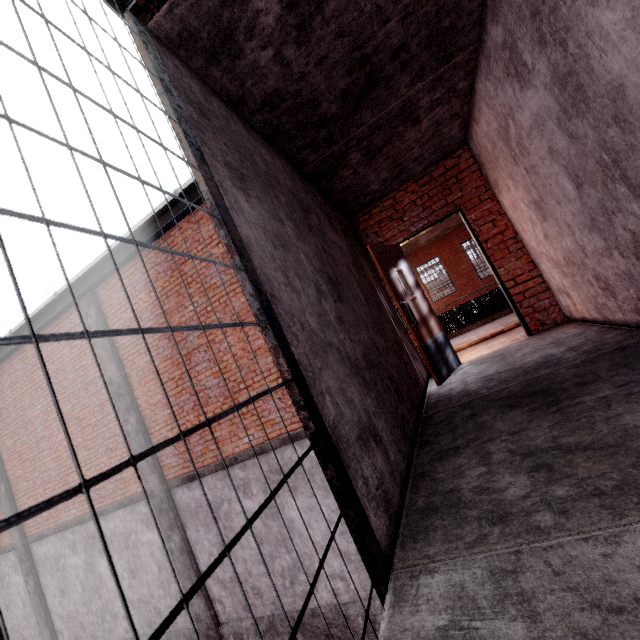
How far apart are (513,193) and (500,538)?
4.03m

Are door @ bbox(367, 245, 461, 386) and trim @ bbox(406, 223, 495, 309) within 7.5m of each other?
no

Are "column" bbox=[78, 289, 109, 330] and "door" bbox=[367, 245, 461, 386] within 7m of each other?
yes

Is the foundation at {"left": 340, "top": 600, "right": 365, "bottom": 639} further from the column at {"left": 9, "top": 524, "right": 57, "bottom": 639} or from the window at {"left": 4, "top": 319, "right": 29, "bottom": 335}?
the window at {"left": 4, "top": 319, "right": 29, "bottom": 335}

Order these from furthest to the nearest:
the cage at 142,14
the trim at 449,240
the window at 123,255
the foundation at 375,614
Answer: the trim at 449,240 → the window at 123,255 → the foundation at 375,614 → the cage at 142,14

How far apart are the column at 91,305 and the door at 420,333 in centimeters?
640cm

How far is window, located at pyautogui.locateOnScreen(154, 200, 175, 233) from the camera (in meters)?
6.03

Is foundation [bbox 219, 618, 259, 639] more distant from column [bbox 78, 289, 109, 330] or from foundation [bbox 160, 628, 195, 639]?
foundation [bbox 160, 628, 195, 639]
